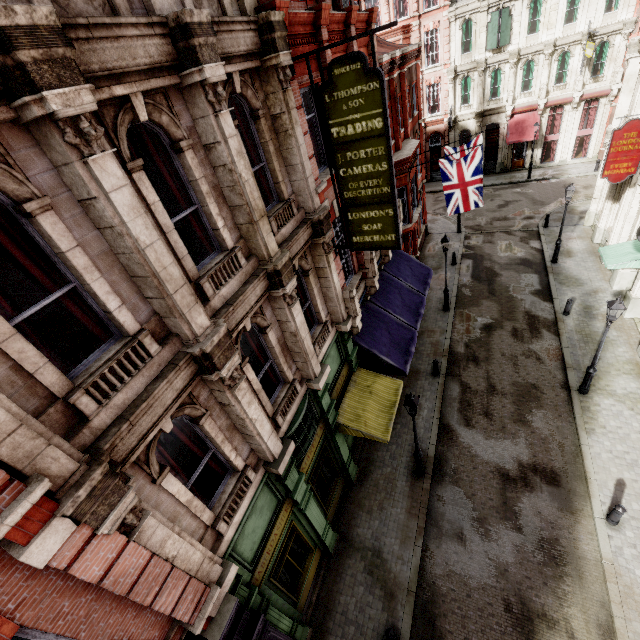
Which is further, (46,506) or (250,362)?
(250,362)

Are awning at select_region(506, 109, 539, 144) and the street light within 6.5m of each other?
no

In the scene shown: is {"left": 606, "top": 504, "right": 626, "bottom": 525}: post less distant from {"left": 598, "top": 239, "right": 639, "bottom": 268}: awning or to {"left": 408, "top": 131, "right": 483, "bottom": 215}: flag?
{"left": 598, "top": 239, "right": 639, "bottom": 268}: awning

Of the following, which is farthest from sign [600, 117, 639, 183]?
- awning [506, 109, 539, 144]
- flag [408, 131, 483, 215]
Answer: awning [506, 109, 539, 144]

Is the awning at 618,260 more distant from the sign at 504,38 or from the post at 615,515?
the sign at 504,38

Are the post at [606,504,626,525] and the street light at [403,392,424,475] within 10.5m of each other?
yes

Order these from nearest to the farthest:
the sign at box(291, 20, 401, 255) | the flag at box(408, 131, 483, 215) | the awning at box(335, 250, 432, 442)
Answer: the sign at box(291, 20, 401, 255) < the awning at box(335, 250, 432, 442) < the flag at box(408, 131, 483, 215)

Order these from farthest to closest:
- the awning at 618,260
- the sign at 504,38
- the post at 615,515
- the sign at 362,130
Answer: the sign at 504,38 → the awning at 618,260 → the post at 615,515 → the sign at 362,130
